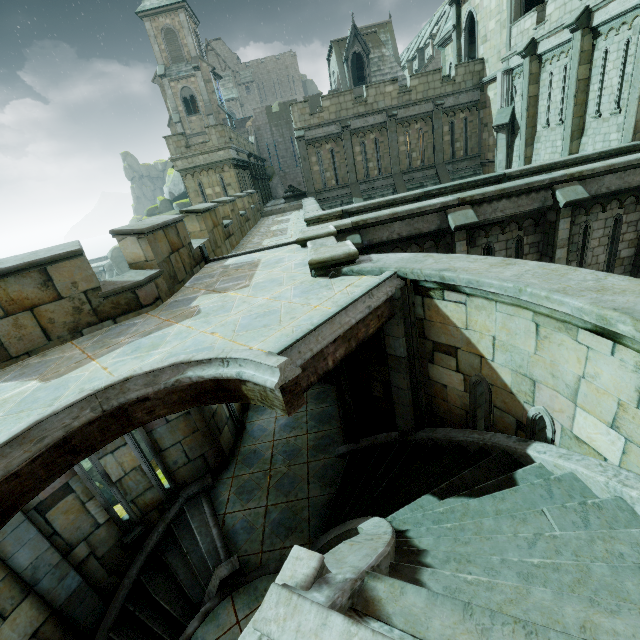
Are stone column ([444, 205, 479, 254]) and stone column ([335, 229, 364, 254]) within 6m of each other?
yes

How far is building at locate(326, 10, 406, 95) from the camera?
34.66m

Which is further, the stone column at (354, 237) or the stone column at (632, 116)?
the stone column at (632, 116)

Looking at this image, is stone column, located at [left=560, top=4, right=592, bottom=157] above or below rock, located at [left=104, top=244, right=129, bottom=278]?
above

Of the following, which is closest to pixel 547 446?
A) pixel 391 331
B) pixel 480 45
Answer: pixel 391 331

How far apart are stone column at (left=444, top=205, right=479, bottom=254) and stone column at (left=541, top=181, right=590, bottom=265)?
2.3m

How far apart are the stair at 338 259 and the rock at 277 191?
36.8m

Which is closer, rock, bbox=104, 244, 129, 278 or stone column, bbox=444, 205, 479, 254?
stone column, bbox=444, 205, 479, 254
